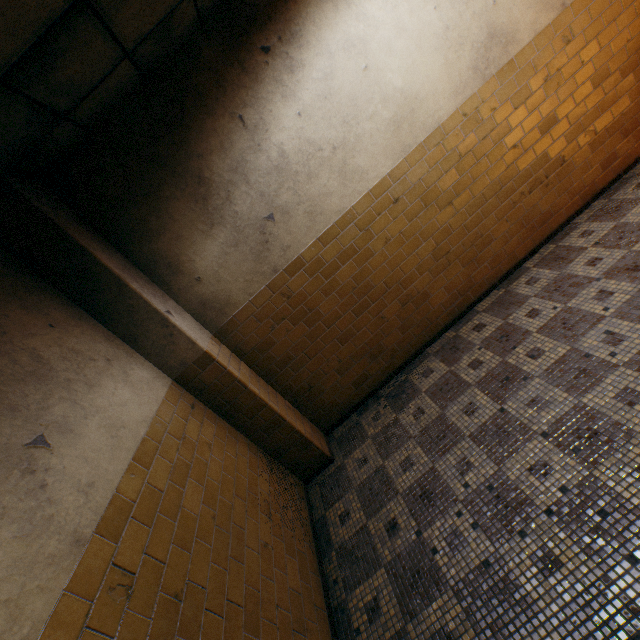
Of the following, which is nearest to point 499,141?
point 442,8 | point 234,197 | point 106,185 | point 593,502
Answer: point 442,8
